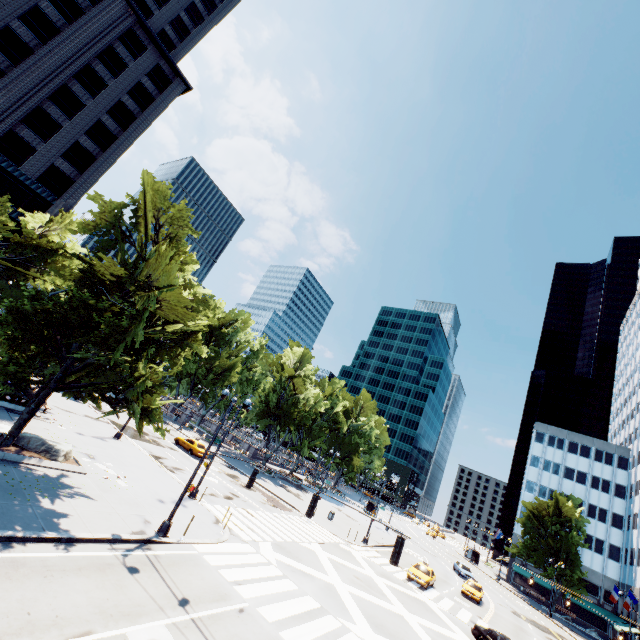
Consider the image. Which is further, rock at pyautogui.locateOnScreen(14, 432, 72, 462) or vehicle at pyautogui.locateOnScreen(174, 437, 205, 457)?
vehicle at pyautogui.locateOnScreen(174, 437, 205, 457)

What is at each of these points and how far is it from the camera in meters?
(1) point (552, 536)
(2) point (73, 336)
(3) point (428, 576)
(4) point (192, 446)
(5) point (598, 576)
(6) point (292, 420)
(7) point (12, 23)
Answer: (1) tree, 57.3 m
(2) tree, 17.5 m
(3) vehicle, 29.7 m
(4) vehicle, 36.8 m
(5) building, 57.8 m
(6) tree, 49.1 m
(7) building, 33.3 m

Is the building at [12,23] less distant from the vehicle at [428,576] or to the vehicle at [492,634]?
the vehicle at [492,634]

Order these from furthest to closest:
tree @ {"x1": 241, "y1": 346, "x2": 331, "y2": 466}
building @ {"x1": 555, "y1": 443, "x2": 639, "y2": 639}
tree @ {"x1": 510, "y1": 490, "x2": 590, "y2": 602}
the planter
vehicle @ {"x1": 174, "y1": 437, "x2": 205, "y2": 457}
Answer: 1. tree @ {"x1": 510, "y1": 490, "x2": 590, "y2": 602}
2. tree @ {"x1": 241, "y1": 346, "x2": 331, "y2": 466}
3. building @ {"x1": 555, "y1": 443, "x2": 639, "y2": 639}
4. vehicle @ {"x1": 174, "y1": 437, "x2": 205, "y2": 457}
5. the planter

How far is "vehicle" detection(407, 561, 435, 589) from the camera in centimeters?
2860cm

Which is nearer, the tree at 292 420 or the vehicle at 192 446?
the vehicle at 192 446

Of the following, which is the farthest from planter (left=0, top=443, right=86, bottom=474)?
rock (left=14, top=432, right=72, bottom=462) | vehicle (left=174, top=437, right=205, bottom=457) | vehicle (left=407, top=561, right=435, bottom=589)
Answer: vehicle (left=407, top=561, right=435, bottom=589)

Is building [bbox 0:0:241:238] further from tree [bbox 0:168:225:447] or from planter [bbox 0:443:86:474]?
planter [bbox 0:443:86:474]
